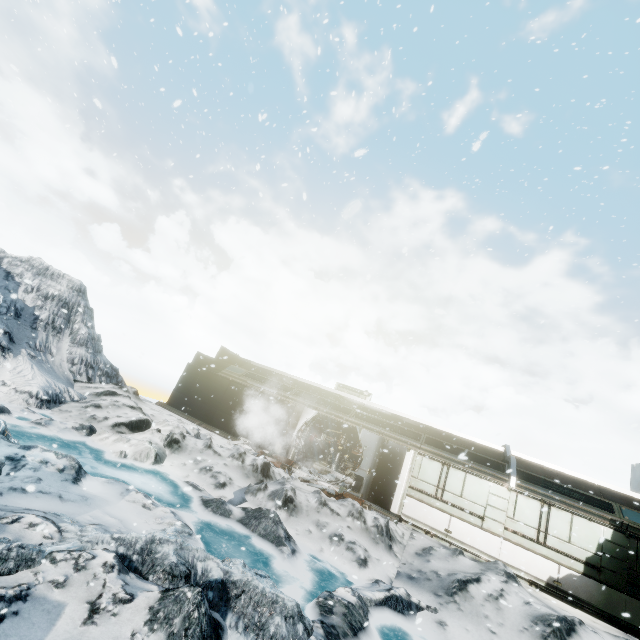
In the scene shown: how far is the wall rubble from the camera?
12.55m

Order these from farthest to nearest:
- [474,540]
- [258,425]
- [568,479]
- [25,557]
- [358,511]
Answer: [258,425], [568,479], [474,540], [358,511], [25,557]

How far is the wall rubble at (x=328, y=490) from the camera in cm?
1255
